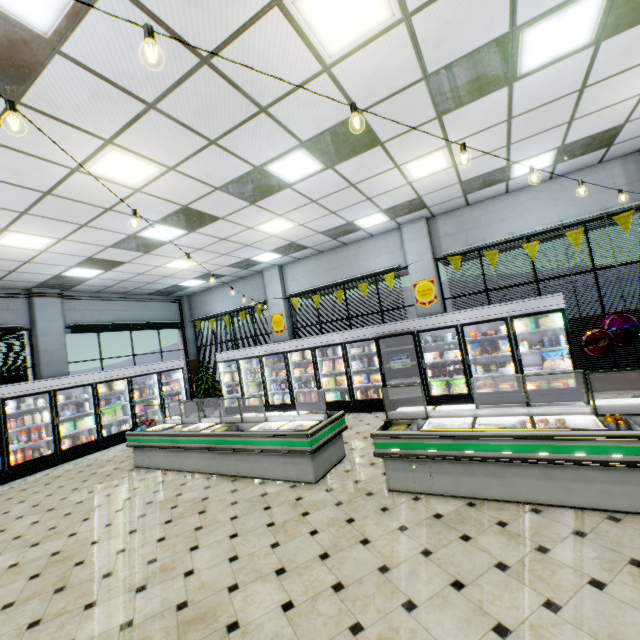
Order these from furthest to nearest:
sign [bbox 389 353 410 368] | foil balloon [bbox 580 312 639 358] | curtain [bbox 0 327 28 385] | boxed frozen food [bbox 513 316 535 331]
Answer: curtain [bbox 0 327 28 385] < sign [bbox 389 353 410 368] < boxed frozen food [bbox 513 316 535 331] < foil balloon [bbox 580 312 639 358]

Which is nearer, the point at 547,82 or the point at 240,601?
the point at 240,601

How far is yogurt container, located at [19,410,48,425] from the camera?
8.2m

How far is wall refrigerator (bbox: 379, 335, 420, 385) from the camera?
8.4m

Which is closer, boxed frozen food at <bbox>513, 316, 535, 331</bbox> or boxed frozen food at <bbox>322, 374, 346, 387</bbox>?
boxed frozen food at <bbox>513, 316, 535, 331</bbox>

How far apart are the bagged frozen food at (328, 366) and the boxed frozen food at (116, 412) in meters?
6.6

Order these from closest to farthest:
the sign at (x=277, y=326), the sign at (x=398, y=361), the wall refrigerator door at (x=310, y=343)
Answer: the wall refrigerator door at (x=310, y=343) → the sign at (x=398, y=361) → the sign at (x=277, y=326)

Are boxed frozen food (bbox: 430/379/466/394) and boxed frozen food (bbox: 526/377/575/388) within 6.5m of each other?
yes
